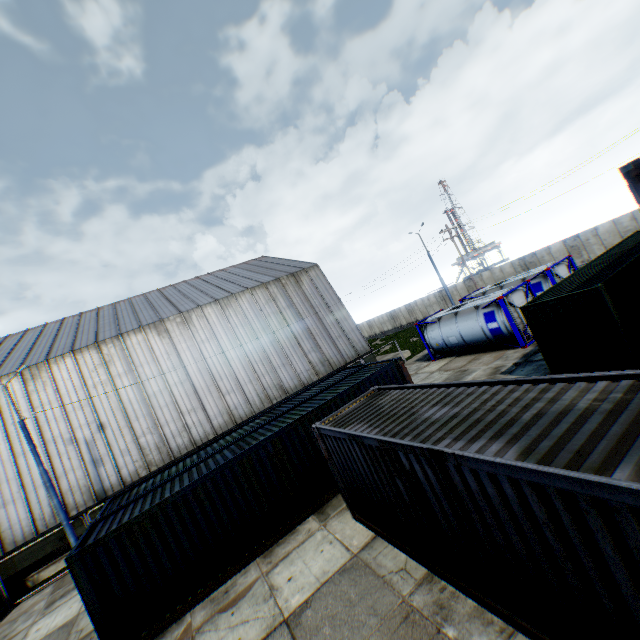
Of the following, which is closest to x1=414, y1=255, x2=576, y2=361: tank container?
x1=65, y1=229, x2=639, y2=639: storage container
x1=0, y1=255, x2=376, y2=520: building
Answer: x1=0, y1=255, x2=376, y2=520: building

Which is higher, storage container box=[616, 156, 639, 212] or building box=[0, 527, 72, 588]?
storage container box=[616, 156, 639, 212]

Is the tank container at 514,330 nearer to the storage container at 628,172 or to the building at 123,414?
the building at 123,414

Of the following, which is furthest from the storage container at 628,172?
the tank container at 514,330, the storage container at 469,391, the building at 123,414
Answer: the building at 123,414

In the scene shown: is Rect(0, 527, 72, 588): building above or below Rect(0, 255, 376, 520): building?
below

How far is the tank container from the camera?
17.3 meters

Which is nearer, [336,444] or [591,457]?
[591,457]

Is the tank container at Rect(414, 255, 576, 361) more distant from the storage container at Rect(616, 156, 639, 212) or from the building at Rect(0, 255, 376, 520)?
the storage container at Rect(616, 156, 639, 212)
